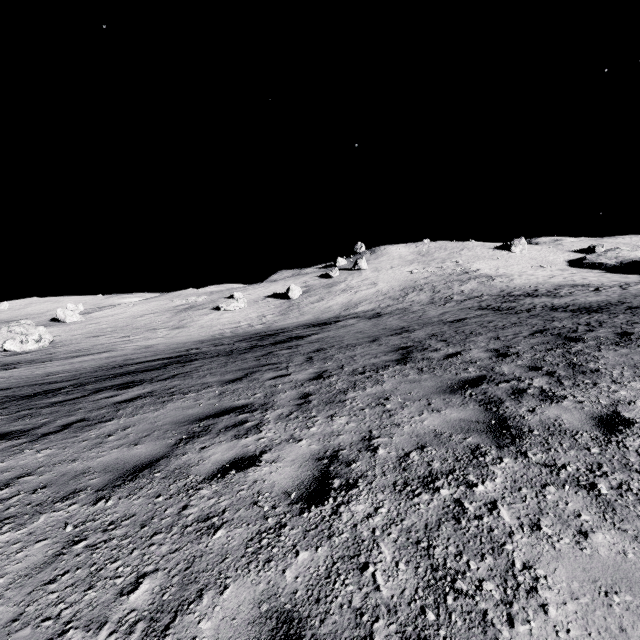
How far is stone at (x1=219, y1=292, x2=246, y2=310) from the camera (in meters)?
43.81

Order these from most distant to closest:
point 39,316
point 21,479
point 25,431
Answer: point 39,316 → point 25,431 → point 21,479

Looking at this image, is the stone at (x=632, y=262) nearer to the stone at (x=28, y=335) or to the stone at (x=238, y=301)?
the stone at (x=238, y=301)

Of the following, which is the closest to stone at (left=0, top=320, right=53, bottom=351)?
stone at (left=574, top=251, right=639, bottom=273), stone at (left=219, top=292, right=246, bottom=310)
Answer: stone at (left=219, top=292, right=246, bottom=310)

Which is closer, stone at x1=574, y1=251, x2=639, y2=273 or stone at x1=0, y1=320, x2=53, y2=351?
stone at x1=0, y1=320, x2=53, y2=351

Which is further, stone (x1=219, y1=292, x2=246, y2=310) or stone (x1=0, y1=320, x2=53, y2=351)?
stone (x1=219, y1=292, x2=246, y2=310)

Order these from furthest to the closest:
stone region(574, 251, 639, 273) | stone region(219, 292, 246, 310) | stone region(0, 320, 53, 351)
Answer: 1. stone region(574, 251, 639, 273)
2. stone region(219, 292, 246, 310)
3. stone region(0, 320, 53, 351)

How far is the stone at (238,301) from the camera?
43.8 meters
